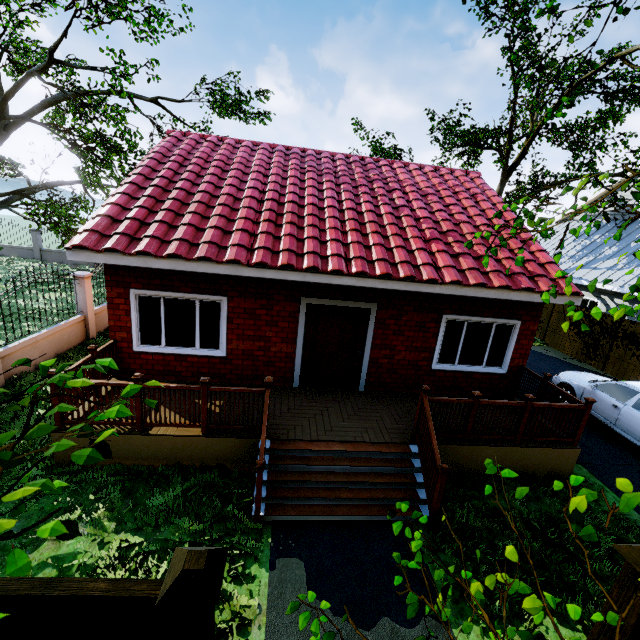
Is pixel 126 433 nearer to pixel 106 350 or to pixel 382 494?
pixel 106 350

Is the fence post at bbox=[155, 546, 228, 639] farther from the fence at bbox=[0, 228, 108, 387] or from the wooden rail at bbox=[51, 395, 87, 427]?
the wooden rail at bbox=[51, 395, 87, 427]

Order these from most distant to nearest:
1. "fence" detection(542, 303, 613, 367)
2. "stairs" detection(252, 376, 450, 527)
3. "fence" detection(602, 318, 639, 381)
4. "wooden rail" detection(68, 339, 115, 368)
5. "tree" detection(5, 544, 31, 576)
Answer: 1. "fence" detection(542, 303, 613, 367)
2. "fence" detection(602, 318, 639, 381)
3. "wooden rail" detection(68, 339, 115, 368)
4. "stairs" detection(252, 376, 450, 527)
5. "tree" detection(5, 544, 31, 576)

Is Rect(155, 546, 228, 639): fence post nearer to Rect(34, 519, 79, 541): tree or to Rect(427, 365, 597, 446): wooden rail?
Rect(34, 519, 79, 541): tree

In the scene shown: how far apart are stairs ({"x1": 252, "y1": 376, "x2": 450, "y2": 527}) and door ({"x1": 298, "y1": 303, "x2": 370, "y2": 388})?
1.94m

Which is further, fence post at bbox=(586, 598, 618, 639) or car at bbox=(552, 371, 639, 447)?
car at bbox=(552, 371, 639, 447)

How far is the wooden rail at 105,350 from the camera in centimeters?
597cm
